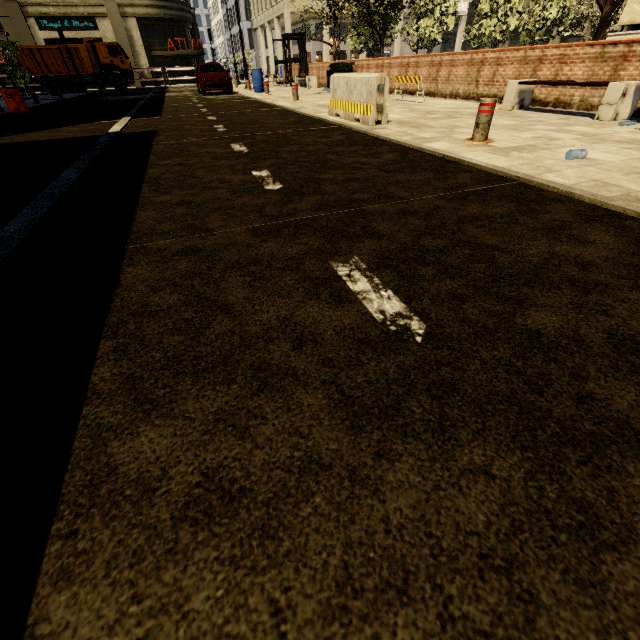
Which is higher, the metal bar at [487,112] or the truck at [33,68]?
the truck at [33,68]

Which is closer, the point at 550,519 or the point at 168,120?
the point at 550,519

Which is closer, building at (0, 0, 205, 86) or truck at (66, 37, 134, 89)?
truck at (66, 37, 134, 89)

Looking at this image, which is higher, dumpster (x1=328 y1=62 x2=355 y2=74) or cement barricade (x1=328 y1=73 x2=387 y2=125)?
dumpster (x1=328 y1=62 x2=355 y2=74)

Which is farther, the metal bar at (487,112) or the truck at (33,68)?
the truck at (33,68)

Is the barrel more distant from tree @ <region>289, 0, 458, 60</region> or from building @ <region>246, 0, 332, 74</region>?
building @ <region>246, 0, 332, 74</region>

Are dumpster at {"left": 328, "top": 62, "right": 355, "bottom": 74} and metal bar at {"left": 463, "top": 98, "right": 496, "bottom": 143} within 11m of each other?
no

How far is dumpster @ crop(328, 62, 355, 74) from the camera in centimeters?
1553cm
